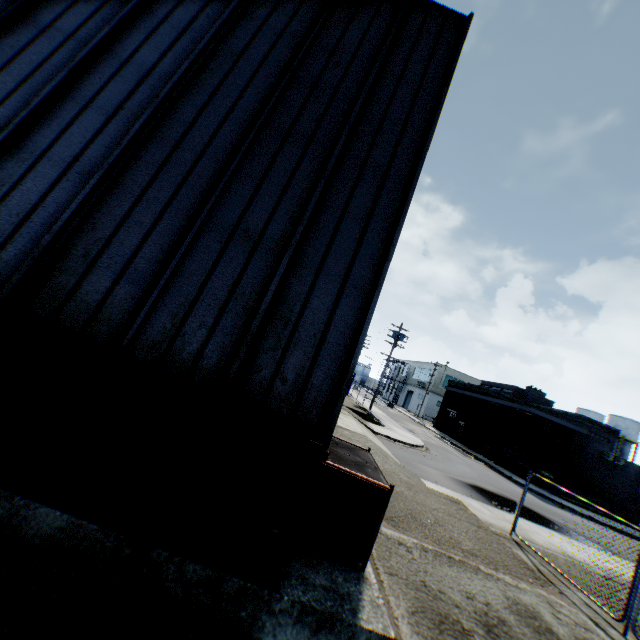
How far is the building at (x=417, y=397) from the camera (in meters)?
57.56

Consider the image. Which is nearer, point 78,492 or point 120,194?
point 78,492

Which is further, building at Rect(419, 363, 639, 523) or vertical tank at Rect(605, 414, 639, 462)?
vertical tank at Rect(605, 414, 639, 462)

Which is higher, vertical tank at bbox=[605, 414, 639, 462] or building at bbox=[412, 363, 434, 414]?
vertical tank at bbox=[605, 414, 639, 462]

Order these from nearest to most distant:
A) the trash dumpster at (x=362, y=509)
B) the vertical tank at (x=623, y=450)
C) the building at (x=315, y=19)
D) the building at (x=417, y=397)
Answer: the building at (x=315, y=19) < the trash dumpster at (x=362, y=509) < the vertical tank at (x=623, y=450) < the building at (x=417, y=397)

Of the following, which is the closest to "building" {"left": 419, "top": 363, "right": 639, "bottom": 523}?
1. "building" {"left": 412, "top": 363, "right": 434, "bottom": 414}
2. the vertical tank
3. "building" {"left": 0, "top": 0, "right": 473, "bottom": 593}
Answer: "building" {"left": 412, "top": 363, "right": 434, "bottom": 414}

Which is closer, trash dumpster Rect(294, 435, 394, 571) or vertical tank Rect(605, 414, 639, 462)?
trash dumpster Rect(294, 435, 394, 571)

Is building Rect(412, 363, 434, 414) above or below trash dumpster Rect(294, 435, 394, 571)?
above
